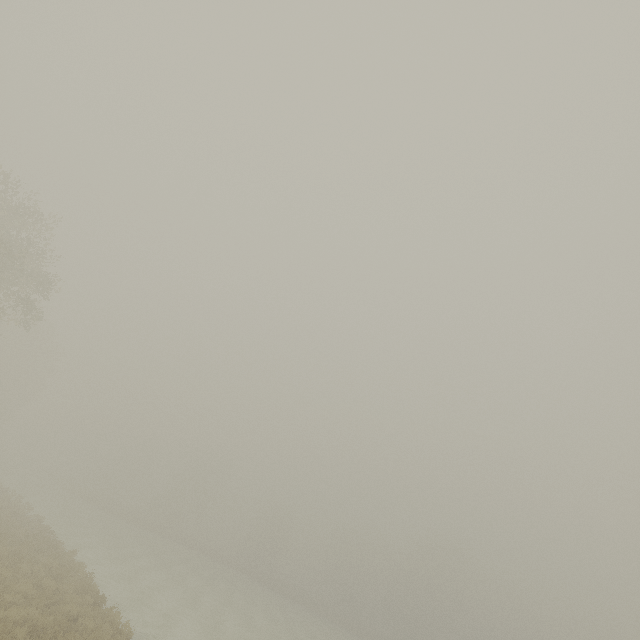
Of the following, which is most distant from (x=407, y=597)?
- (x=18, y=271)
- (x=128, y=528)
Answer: (x=18, y=271)
